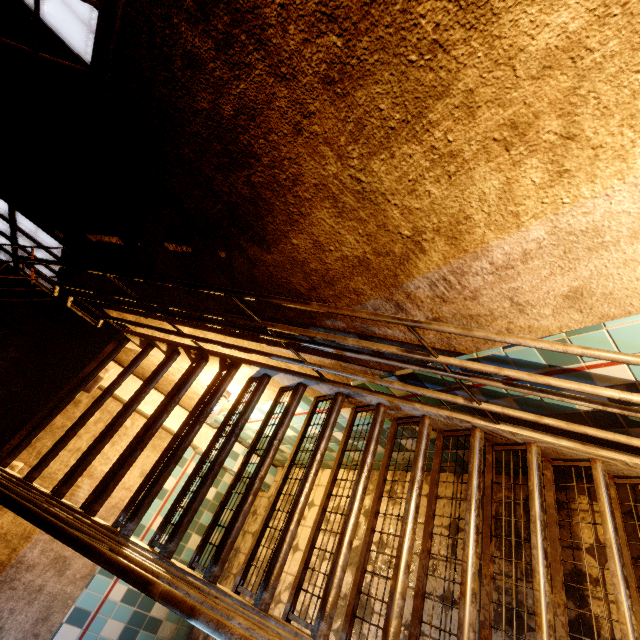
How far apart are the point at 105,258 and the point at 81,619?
4.1 meters

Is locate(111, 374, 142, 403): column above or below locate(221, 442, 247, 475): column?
above

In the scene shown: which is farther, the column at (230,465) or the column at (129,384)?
the column at (230,465)

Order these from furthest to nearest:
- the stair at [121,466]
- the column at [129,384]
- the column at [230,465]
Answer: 1. the column at [230,465]
2. the column at [129,384]
3. the stair at [121,466]

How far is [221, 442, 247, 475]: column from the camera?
4.8m

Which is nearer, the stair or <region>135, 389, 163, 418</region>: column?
the stair

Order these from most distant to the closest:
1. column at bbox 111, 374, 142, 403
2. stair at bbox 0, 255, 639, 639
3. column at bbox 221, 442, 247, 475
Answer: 1. column at bbox 221, 442, 247, 475
2. column at bbox 111, 374, 142, 403
3. stair at bbox 0, 255, 639, 639
